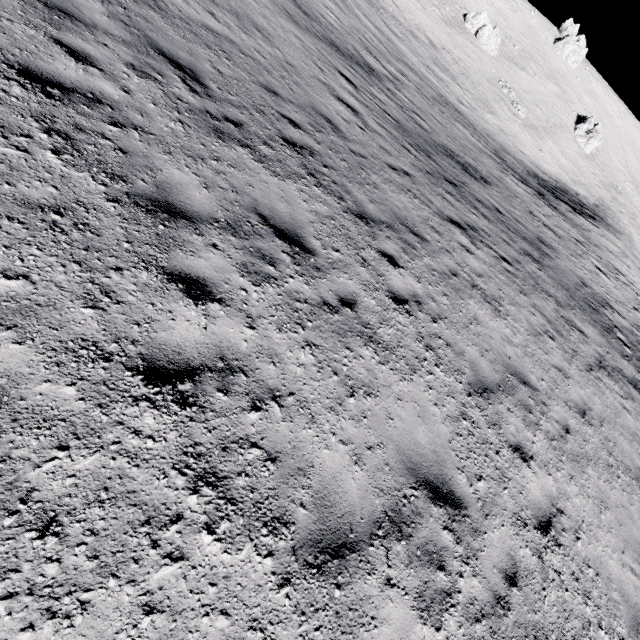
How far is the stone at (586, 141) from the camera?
54.0m

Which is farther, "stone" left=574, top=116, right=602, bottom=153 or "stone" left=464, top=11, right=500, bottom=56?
"stone" left=574, top=116, right=602, bottom=153

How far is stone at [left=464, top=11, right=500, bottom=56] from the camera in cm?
4784

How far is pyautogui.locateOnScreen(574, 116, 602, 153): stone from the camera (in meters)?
54.00

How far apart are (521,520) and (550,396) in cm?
363

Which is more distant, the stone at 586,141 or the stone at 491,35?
the stone at 586,141
